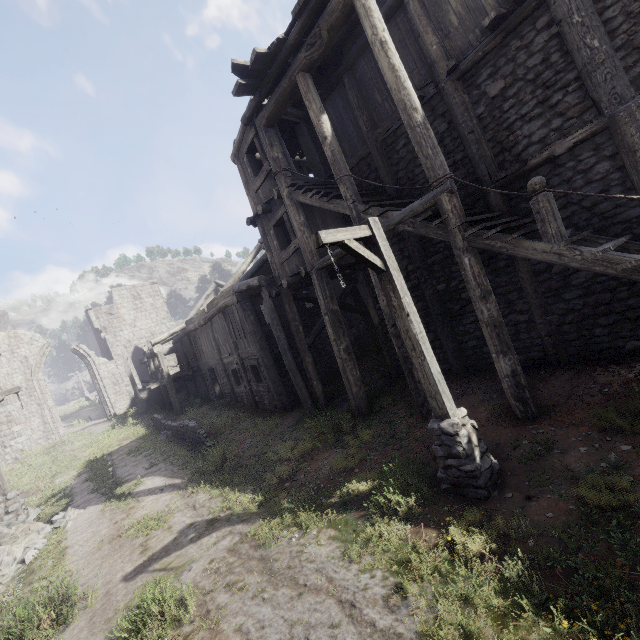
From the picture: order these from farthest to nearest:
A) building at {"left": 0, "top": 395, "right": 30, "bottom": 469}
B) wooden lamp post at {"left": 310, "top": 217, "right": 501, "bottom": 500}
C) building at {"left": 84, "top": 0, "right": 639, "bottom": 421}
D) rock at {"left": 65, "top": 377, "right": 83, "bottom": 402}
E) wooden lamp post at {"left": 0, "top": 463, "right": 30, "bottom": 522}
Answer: rock at {"left": 65, "top": 377, "right": 83, "bottom": 402}, building at {"left": 0, "top": 395, "right": 30, "bottom": 469}, wooden lamp post at {"left": 0, "top": 463, "right": 30, "bottom": 522}, building at {"left": 84, "top": 0, "right": 639, "bottom": 421}, wooden lamp post at {"left": 310, "top": 217, "right": 501, "bottom": 500}

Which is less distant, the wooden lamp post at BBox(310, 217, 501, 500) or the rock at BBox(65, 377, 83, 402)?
the wooden lamp post at BBox(310, 217, 501, 500)

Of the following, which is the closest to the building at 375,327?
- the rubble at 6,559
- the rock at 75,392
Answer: the rubble at 6,559

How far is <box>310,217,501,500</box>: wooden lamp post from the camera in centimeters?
500cm

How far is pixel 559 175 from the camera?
6.9m

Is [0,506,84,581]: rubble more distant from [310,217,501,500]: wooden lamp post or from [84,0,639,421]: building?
[310,217,501,500]: wooden lamp post

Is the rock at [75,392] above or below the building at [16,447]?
above

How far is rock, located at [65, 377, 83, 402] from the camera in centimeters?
5712cm
